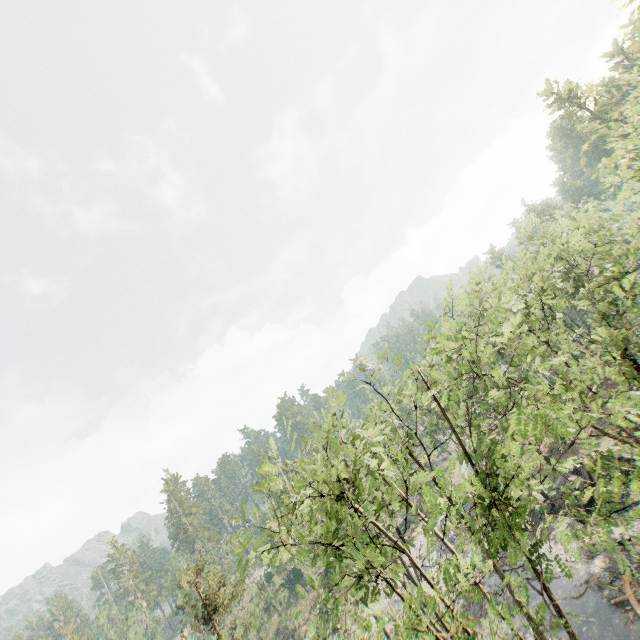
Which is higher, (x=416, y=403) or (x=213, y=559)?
(x=213, y=559)
